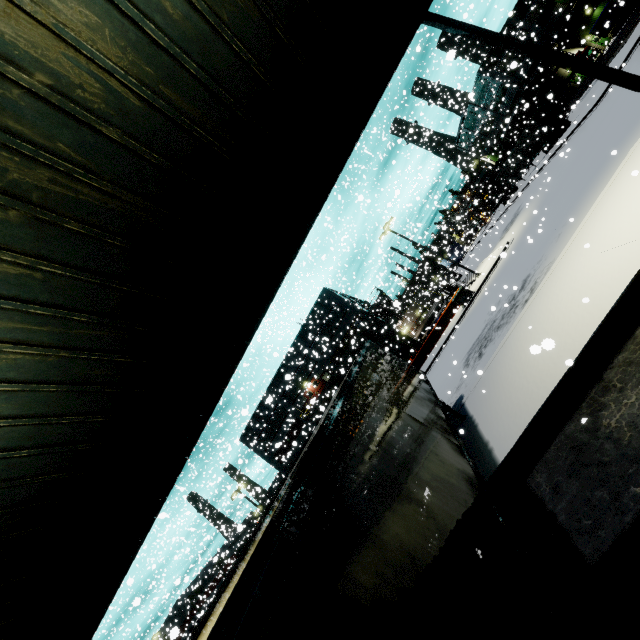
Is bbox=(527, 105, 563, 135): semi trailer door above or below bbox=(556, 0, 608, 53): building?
below

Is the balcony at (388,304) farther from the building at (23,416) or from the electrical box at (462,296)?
the electrical box at (462,296)

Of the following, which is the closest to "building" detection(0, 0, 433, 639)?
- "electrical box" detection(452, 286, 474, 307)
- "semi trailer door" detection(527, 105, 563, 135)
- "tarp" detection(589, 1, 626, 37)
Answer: "tarp" detection(589, 1, 626, 37)

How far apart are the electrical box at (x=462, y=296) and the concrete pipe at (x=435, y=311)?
13.69m

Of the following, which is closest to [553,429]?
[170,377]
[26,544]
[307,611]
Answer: [307,611]

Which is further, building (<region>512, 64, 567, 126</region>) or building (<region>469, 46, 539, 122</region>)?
building (<region>512, 64, 567, 126</region>)

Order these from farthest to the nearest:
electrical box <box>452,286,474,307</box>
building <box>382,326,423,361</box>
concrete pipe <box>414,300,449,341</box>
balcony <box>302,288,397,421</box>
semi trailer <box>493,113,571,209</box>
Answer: concrete pipe <box>414,300,449,341</box> < building <box>382,326,423,361</box> < balcony <box>302,288,397,421</box> < semi trailer <box>493,113,571,209</box> < electrical box <box>452,286,474,307</box>

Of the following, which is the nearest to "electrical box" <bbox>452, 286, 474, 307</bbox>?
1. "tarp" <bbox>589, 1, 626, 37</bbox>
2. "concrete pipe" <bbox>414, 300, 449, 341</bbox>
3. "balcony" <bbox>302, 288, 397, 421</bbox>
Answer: "balcony" <bbox>302, 288, 397, 421</bbox>
